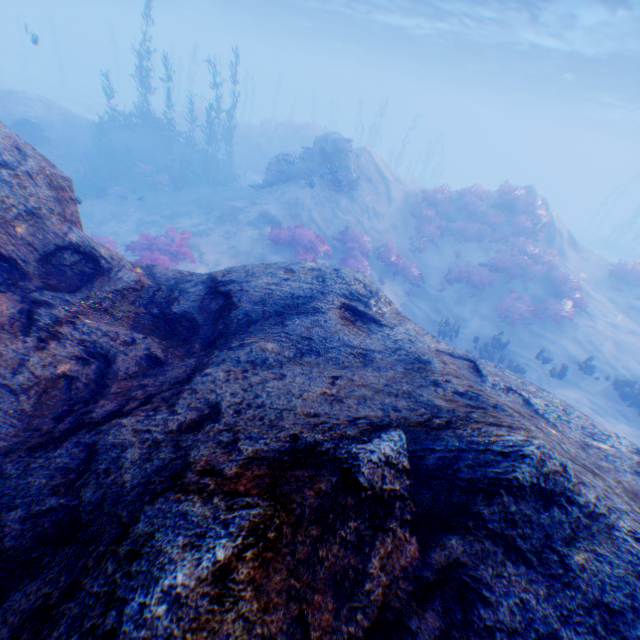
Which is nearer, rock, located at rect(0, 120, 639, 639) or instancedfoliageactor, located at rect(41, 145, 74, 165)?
rock, located at rect(0, 120, 639, 639)

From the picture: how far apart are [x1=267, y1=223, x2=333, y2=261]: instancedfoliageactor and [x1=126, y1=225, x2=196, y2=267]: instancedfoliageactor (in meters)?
3.03

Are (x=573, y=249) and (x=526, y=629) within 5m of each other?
no

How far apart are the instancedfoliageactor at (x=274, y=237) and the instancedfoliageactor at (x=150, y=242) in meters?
3.0 m

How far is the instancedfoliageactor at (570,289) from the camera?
13.03m

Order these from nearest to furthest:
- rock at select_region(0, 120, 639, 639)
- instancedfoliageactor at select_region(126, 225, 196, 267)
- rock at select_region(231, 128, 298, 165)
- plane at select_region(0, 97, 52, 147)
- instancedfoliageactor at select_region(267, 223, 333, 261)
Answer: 1. rock at select_region(0, 120, 639, 639)
2. instancedfoliageactor at select_region(126, 225, 196, 267)
3. instancedfoliageactor at select_region(267, 223, 333, 261)
4. plane at select_region(0, 97, 52, 147)
5. rock at select_region(231, 128, 298, 165)

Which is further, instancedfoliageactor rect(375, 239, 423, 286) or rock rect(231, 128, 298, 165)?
A: rock rect(231, 128, 298, 165)

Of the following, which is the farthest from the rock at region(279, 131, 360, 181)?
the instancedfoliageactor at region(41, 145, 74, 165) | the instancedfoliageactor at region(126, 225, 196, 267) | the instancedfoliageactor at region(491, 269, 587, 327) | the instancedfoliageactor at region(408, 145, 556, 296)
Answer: the instancedfoliageactor at region(491, 269, 587, 327)
